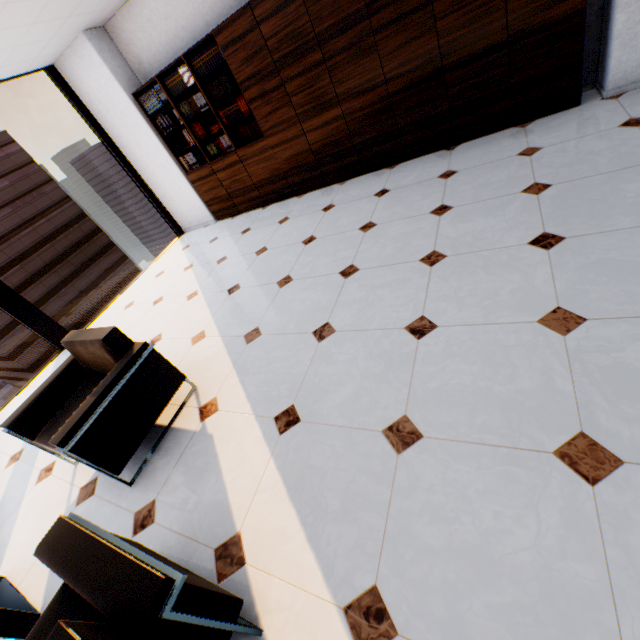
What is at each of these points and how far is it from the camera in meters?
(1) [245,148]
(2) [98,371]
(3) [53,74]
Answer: (1) book, 4.8 m
(2) chair, 2.6 m
(3) window, 4.8 m

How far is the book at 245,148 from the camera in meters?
4.3 m

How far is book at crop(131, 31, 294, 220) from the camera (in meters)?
4.34

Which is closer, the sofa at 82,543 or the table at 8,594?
the sofa at 82,543

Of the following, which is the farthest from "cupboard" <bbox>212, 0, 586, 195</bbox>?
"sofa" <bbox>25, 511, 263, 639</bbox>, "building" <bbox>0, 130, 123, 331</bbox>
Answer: "building" <bbox>0, 130, 123, 331</bbox>

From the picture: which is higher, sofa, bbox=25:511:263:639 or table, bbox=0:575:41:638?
sofa, bbox=25:511:263:639

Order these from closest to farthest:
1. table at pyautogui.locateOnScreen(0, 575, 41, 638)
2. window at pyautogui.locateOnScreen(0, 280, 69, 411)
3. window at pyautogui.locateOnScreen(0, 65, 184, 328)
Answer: table at pyautogui.locateOnScreen(0, 575, 41, 638), window at pyautogui.locateOnScreen(0, 280, 69, 411), window at pyautogui.locateOnScreen(0, 65, 184, 328)

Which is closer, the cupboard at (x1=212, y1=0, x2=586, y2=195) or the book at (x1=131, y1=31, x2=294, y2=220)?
the cupboard at (x1=212, y1=0, x2=586, y2=195)
